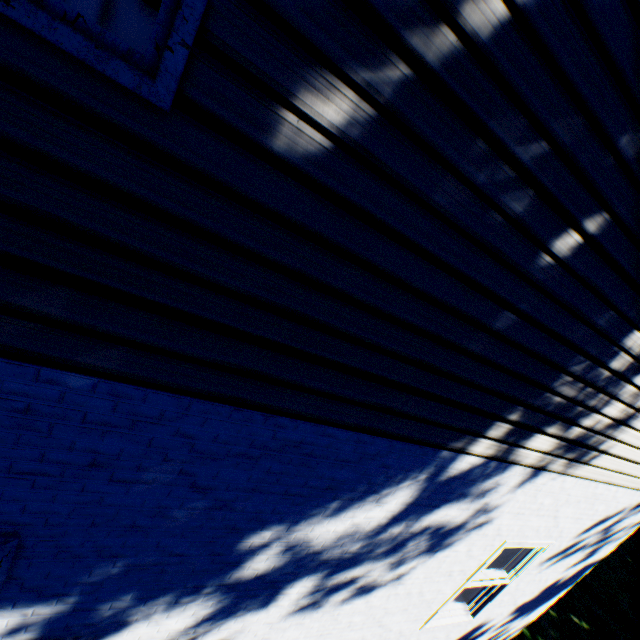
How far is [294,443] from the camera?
1.73m
